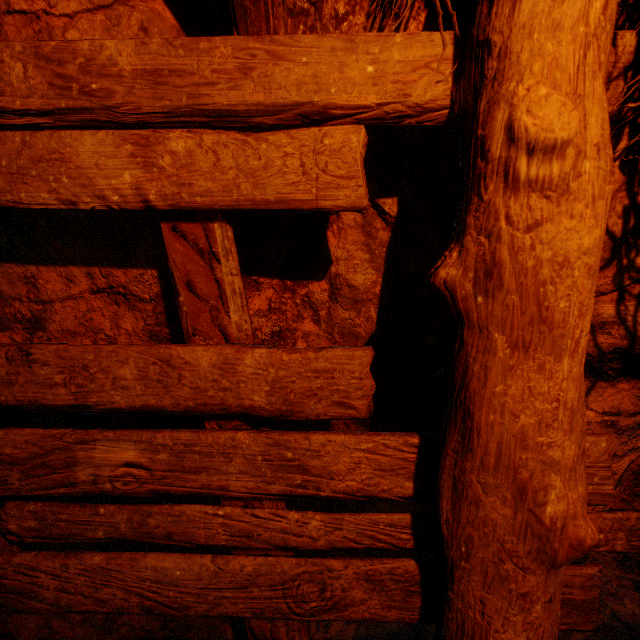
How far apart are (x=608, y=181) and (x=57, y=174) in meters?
1.6
